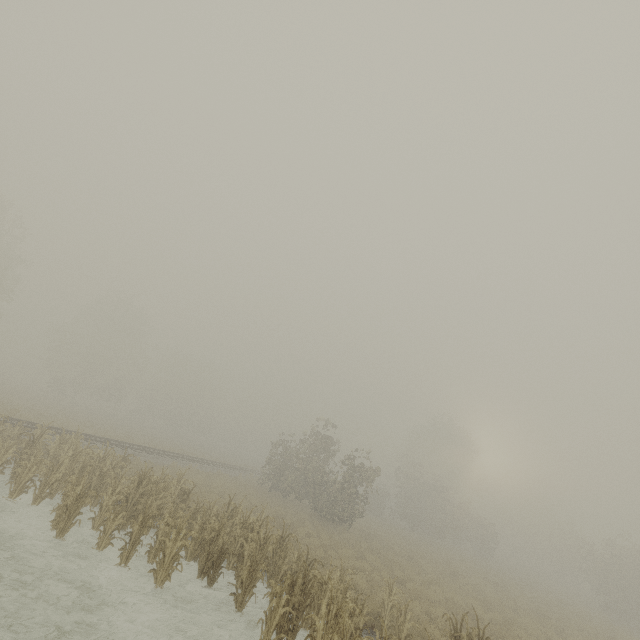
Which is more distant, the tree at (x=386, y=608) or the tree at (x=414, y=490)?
the tree at (x=414, y=490)

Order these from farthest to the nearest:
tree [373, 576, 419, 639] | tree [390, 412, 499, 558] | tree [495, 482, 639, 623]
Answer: tree [390, 412, 499, 558] < tree [495, 482, 639, 623] < tree [373, 576, 419, 639]

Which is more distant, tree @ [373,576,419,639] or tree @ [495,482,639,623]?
tree @ [495,482,639,623]

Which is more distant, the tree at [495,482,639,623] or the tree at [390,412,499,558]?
the tree at [390,412,499,558]

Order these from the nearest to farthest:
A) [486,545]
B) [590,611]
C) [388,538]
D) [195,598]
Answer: [195,598], [388,538], [590,611], [486,545]

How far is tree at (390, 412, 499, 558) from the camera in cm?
3569
